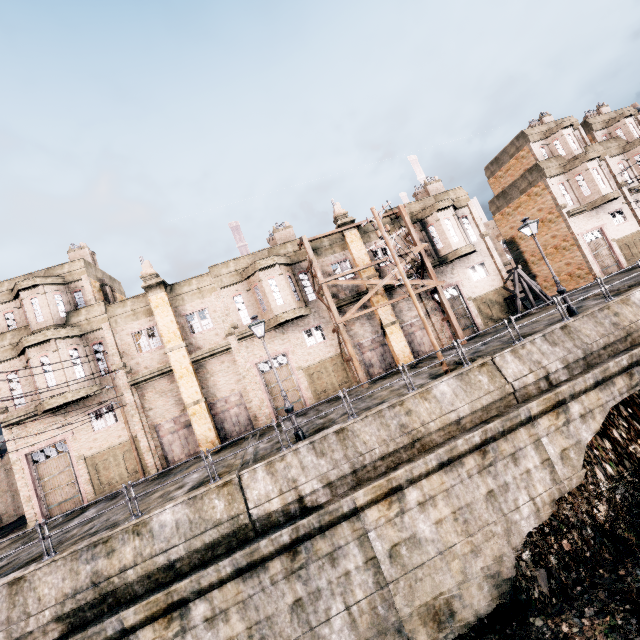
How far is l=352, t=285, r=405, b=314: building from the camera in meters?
25.2 m

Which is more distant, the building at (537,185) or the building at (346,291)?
the building at (537,185)

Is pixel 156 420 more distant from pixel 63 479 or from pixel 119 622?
pixel 119 622

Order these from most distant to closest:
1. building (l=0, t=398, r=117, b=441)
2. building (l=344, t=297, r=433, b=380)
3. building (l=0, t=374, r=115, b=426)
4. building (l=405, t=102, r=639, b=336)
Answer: building (l=405, t=102, r=639, b=336) → building (l=344, t=297, r=433, b=380) → building (l=0, t=398, r=117, b=441) → building (l=0, t=374, r=115, b=426)

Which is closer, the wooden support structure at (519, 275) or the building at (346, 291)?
the building at (346, 291)
